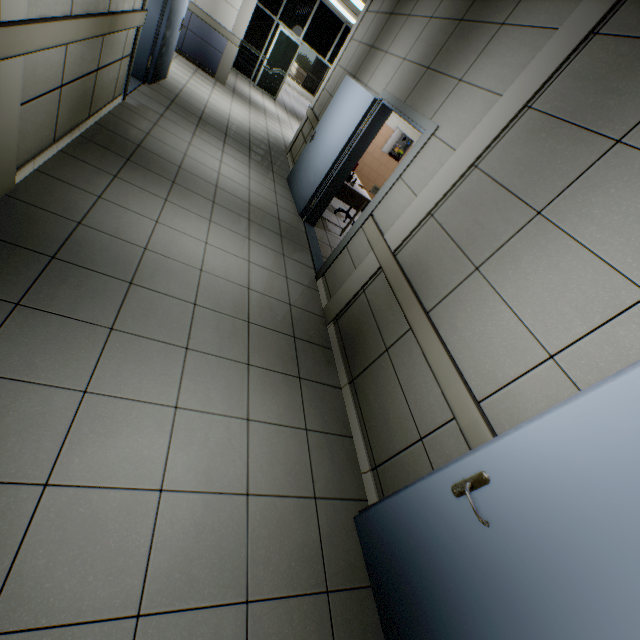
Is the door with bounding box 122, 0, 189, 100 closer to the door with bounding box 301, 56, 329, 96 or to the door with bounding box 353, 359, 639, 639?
the door with bounding box 353, 359, 639, 639

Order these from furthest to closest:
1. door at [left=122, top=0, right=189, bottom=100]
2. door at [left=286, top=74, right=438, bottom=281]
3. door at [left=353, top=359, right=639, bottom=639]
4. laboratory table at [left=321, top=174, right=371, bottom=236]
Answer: laboratory table at [left=321, top=174, right=371, bottom=236]
door at [left=122, top=0, right=189, bottom=100]
door at [left=286, top=74, right=438, bottom=281]
door at [left=353, top=359, right=639, bottom=639]

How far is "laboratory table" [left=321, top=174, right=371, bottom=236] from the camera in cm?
551

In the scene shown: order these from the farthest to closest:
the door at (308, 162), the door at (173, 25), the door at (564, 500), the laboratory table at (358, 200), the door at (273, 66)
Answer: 1. the door at (273, 66)
2. the laboratory table at (358, 200)
3. the door at (173, 25)
4. the door at (308, 162)
5. the door at (564, 500)

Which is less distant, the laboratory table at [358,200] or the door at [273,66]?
the laboratory table at [358,200]

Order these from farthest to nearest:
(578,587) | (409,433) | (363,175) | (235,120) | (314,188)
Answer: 1. (363,175)
2. (235,120)
3. (314,188)
4. (409,433)
5. (578,587)

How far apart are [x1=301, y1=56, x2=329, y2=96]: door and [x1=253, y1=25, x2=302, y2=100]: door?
12.98m

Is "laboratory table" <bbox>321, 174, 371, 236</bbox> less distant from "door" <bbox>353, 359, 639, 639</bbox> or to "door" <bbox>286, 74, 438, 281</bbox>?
"door" <bbox>286, 74, 438, 281</bbox>
